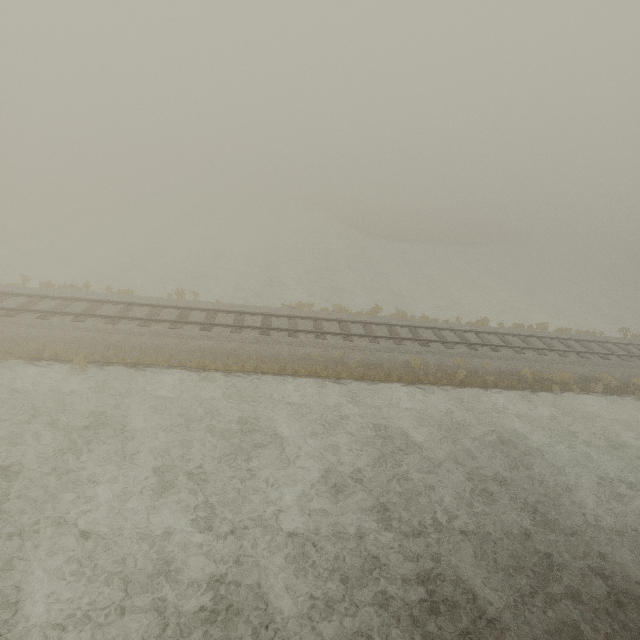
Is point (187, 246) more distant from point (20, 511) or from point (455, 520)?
point (455, 520)
